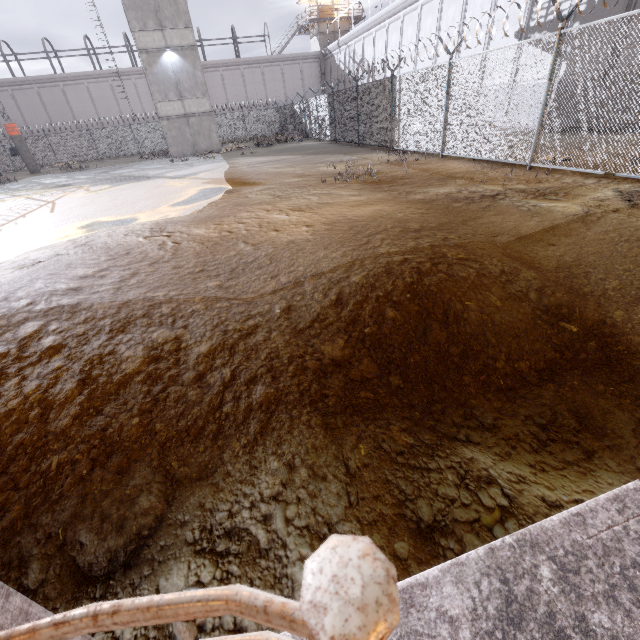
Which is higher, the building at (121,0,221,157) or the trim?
the building at (121,0,221,157)

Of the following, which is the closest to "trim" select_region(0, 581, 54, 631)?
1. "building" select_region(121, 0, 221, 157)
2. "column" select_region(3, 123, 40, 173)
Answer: "building" select_region(121, 0, 221, 157)

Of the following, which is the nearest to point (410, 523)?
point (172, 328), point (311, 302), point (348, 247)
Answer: point (311, 302)

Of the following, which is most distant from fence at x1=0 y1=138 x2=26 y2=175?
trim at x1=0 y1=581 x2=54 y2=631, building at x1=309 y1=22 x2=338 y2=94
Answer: building at x1=309 y1=22 x2=338 y2=94

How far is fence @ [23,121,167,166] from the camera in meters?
32.6 m

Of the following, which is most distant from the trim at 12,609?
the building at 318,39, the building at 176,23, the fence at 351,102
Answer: the building at 318,39

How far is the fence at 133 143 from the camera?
32.6 meters

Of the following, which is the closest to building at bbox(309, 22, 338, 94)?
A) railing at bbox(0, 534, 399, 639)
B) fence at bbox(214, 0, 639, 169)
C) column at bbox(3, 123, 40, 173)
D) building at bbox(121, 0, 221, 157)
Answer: fence at bbox(214, 0, 639, 169)
